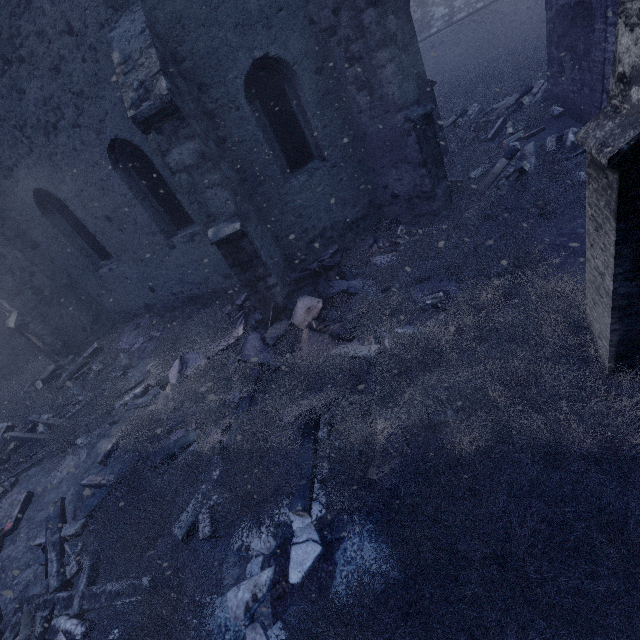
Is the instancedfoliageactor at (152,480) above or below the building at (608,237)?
below

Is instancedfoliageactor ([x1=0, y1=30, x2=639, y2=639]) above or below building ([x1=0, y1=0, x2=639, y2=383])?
below

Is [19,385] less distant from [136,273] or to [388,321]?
[136,273]

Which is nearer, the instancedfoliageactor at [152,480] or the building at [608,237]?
the instancedfoliageactor at [152,480]

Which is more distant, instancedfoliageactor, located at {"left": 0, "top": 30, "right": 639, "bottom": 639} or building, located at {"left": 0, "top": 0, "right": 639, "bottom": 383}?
building, located at {"left": 0, "top": 0, "right": 639, "bottom": 383}
